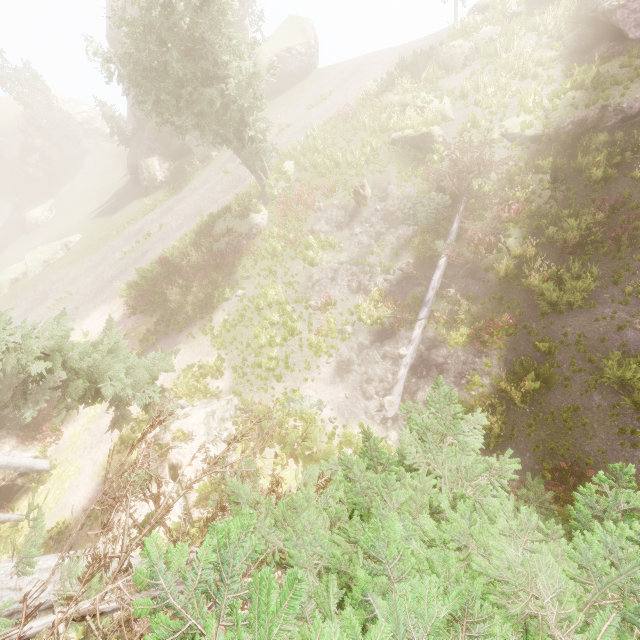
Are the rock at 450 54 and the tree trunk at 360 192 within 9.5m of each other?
no

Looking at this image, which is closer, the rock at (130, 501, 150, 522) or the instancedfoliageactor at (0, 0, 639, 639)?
the instancedfoliageactor at (0, 0, 639, 639)

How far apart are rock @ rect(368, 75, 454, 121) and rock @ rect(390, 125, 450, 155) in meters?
1.4 m

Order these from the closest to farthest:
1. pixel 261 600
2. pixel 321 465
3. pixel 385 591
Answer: pixel 261 600, pixel 385 591, pixel 321 465

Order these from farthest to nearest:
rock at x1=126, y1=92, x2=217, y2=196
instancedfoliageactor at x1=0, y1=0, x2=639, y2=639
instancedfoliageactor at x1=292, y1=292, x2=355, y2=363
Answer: rock at x1=126, y1=92, x2=217, y2=196
instancedfoliageactor at x1=292, y1=292, x2=355, y2=363
instancedfoliageactor at x1=0, y1=0, x2=639, y2=639

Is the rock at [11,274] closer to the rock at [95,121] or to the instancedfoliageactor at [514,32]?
the instancedfoliageactor at [514,32]

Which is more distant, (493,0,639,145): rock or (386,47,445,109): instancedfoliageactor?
(386,47,445,109): instancedfoliageactor

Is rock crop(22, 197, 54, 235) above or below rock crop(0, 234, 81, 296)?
below
